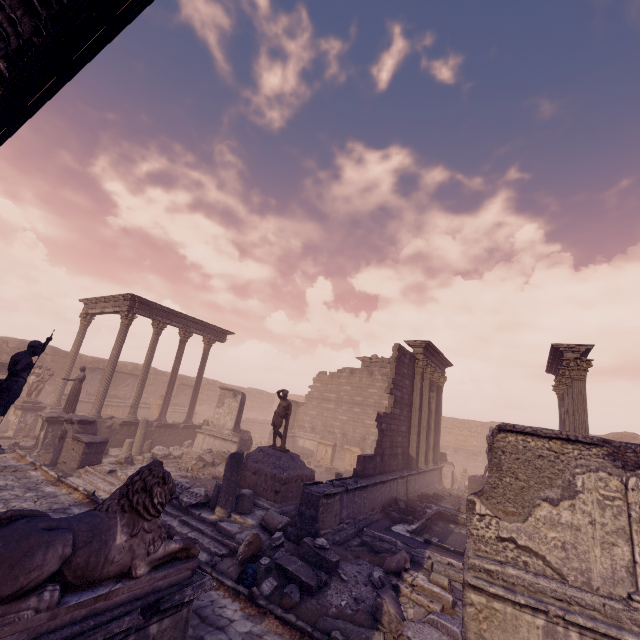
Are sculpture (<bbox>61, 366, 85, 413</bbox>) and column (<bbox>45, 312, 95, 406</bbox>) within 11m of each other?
yes

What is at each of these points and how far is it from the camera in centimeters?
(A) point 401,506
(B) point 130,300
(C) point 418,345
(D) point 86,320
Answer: (A) stone blocks, 1148cm
(B) entablature, 1736cm
(C) entablature, 1725cm
(D) column, 1973cm

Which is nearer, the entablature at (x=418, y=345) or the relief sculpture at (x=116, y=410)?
the entablature at (x=418, y=345)

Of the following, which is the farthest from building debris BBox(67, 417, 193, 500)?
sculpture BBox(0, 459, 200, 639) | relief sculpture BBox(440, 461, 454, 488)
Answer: relief sculpture BBox(440, 461, 454, 488)

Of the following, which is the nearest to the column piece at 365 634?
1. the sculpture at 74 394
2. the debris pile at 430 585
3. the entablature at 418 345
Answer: the debris pile at 430 585

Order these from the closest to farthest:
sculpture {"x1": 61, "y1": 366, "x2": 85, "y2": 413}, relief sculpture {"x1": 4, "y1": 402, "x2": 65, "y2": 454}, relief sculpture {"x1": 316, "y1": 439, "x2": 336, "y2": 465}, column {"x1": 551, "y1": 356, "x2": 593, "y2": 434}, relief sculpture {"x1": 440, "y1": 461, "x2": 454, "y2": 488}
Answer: column {"x1": 551, "y1": 356, "x2": 593, "y2": 434}
relief sculpture {"x1": 4, "y1": 402, "x2": 65, "y2": 454}
sculpture {"x1": 61, "y1": 366, "x2": 85, "y2": 413}
relief sculpture {"x1": 440, "y1": 461, "x2": 454, "y2": 488}
relief sculpture {"x1": 316, "y1": 439, "x2": 336, "y2": 465}

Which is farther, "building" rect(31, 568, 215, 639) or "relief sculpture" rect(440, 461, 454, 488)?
"relief sculpture" rect(440, 461, 454, 488)

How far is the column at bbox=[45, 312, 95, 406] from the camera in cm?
1850
